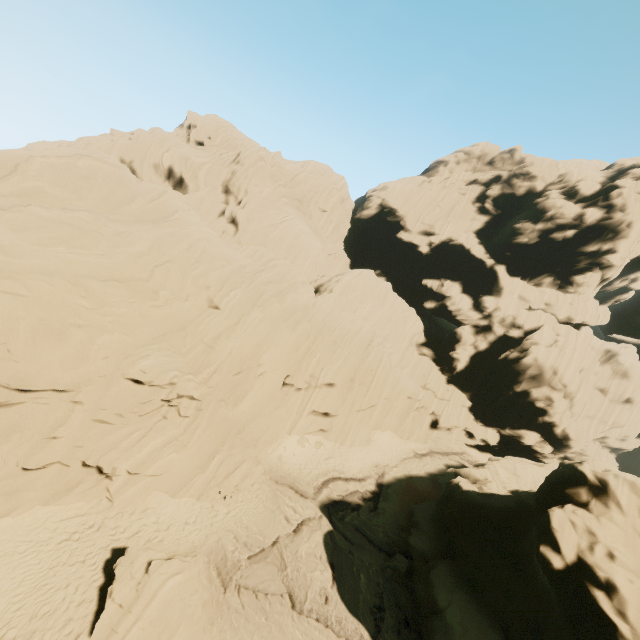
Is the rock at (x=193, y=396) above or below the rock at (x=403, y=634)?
above

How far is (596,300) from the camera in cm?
4666

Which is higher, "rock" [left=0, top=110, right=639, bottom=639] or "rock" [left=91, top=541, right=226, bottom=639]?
"rock" [left=0, top=110, right=639, bottom=639]

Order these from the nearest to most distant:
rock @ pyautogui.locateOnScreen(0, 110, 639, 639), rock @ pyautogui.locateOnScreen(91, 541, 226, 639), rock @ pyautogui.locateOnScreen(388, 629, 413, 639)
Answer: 1. rock @ pyautogui.locateOnScreen(91, 541, 226, 639)
2. rock @ pyautogui.locateOnScreen(0, 110, 639, 639)
3. rock @ pyautogui.locateOnScreen(388, 629, 413, 639)

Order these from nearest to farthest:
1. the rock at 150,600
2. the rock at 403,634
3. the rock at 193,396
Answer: the rock at 150,600 → the rock at 193,396 → the rock at 403,634

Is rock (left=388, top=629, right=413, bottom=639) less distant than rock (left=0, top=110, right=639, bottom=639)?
No
